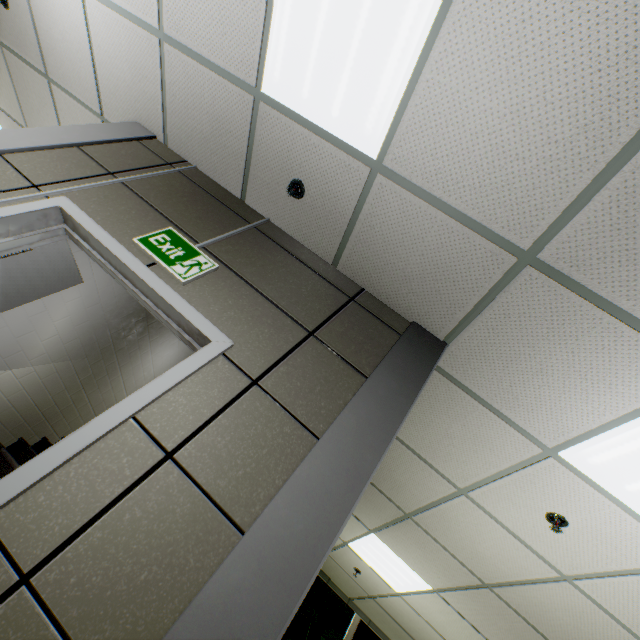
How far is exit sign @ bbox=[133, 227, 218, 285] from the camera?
1.96m

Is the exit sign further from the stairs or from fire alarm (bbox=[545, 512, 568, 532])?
fire alarm (bbox=[545, 512, 568, 532])

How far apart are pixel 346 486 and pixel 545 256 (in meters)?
1.53

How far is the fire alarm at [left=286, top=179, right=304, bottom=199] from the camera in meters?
2.3

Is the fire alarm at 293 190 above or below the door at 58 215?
above

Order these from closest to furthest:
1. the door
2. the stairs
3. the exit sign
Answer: the door → the exit sign → the stairs

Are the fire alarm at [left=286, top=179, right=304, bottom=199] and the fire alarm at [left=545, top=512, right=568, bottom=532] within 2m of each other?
no

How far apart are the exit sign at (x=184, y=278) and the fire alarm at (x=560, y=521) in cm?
311
